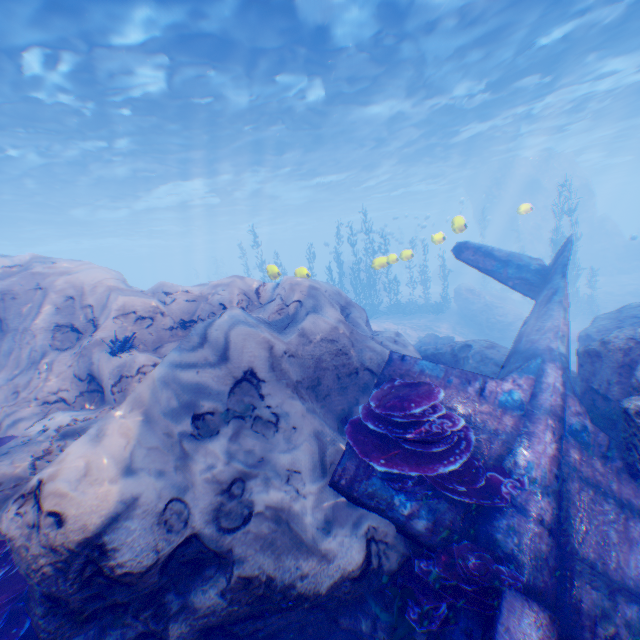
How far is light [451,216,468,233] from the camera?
10.44m

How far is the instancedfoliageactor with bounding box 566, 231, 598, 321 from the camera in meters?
20.0

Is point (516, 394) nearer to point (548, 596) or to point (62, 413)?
point (548, 596)

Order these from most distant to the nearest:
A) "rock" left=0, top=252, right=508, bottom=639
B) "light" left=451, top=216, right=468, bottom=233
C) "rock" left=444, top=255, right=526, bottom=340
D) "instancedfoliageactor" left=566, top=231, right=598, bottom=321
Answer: "instancedfoliageactor" left=566, top=231, right=598, bottom=321 < "rock" left=444, top=255, right=526, bottom=340 < "light" left=451, top=216, right=468, bottom=233 < "rock" left=0, top=252, right=508, bottom=639

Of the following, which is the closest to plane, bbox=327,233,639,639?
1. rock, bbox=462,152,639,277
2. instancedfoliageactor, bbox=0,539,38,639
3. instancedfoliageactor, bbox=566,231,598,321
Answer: rock, bbox=462,152,639,277

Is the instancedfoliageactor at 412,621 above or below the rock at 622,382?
below

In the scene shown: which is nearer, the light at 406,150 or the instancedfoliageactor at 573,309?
the light at 406,150

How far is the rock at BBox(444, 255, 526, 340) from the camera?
18.89m
